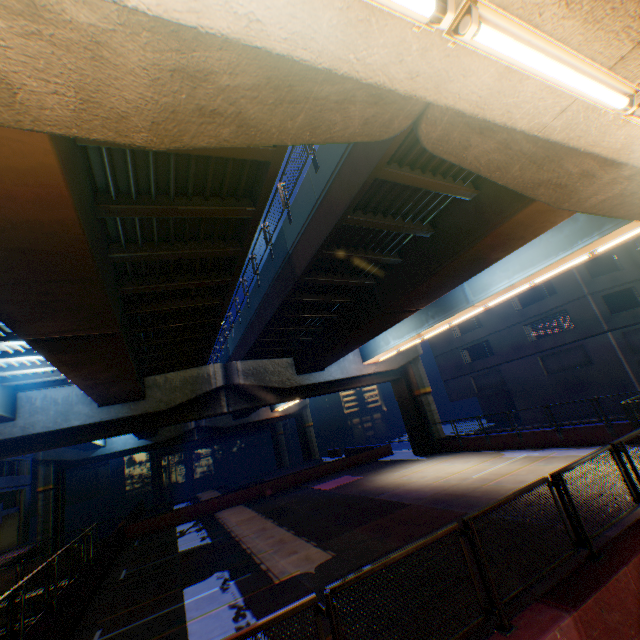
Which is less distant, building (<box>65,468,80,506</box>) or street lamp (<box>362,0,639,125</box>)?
street lamp (<box>362,0,639,125</box>)

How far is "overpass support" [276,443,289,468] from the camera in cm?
5897

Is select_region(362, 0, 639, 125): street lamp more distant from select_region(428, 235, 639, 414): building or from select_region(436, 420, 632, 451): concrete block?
select_region(428, 235, 639, 414): building

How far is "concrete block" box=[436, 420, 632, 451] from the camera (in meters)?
15.21

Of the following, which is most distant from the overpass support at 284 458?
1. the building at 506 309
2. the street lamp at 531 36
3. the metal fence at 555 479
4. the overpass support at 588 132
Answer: the street lamp at 531 36

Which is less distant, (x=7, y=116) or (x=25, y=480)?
(x=7, y=116)

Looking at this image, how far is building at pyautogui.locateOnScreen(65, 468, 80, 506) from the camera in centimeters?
5769cm

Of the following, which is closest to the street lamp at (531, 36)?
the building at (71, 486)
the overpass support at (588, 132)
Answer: the overpass support at (588, 132)
